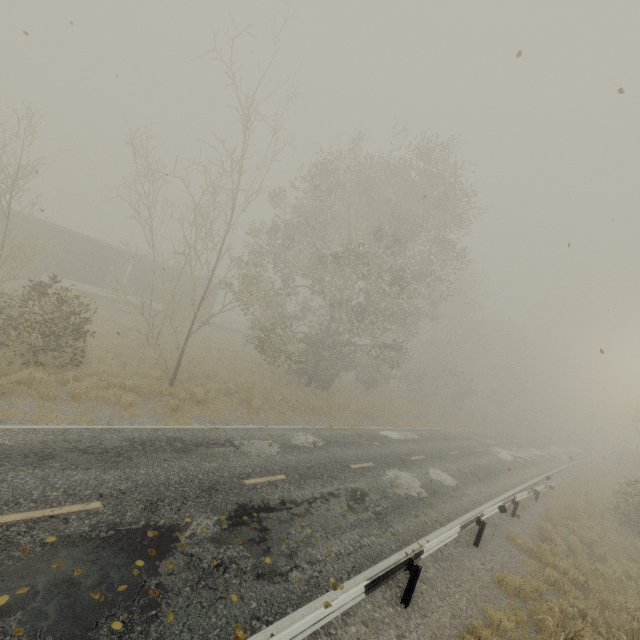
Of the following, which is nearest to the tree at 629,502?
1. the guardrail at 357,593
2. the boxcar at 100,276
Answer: the guardrail at 357,593

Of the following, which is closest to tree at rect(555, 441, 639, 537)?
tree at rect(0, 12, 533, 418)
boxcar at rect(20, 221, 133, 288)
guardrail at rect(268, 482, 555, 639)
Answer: guardrail at rect(268, 482, 555, 639)

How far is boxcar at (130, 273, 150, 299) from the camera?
29.5m

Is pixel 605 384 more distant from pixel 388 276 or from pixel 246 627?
pixel 246 627

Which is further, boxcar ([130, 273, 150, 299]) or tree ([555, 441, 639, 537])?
boxcar ([130, 273, 150, 299])

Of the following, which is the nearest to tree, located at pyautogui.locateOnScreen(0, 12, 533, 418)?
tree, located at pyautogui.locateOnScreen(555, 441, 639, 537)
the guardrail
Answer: the guardrail

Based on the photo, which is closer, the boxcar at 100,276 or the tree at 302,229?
the tree at 302,229
